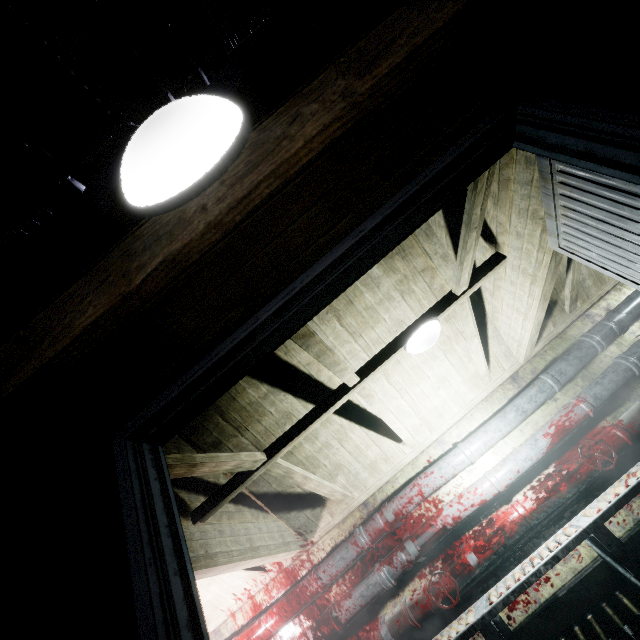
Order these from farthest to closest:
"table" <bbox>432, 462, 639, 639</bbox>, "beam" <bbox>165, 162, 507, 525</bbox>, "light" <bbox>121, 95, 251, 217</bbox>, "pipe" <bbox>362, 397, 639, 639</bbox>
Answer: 1. "pipe" <bbox>362, 397, 639, 639</bbox>
2. "table" <bbox>432, 462, 639, 639</bbox>
3. "beam" <bbox>165, 162, 507, 525</bbox>
4. "light" <bbox>121, 95, 251, 217</bbox>

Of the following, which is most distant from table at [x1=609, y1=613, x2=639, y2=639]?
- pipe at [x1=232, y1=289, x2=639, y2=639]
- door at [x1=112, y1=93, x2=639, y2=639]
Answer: door at [x1=112, y1=93, x2=639, y2=639]

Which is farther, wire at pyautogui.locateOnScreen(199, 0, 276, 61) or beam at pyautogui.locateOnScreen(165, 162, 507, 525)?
wire at pyautogui.locateOnScreen(199, 0, 276, 61)

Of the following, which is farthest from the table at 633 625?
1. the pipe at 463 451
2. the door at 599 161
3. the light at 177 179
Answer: the light at 177 179

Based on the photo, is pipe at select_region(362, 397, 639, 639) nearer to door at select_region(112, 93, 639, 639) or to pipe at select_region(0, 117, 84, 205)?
door at select_region(112, 93, 639, 639)

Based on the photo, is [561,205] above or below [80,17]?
below

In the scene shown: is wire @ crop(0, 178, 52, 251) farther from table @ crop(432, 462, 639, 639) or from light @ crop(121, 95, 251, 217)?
table @ crop(432, 462, 639, 639)

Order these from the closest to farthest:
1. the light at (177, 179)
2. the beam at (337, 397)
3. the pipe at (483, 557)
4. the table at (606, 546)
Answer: the light at (177, 179) < the beam at (337, 397) < the table at (606, 546) < the pipe at (483, 557)
